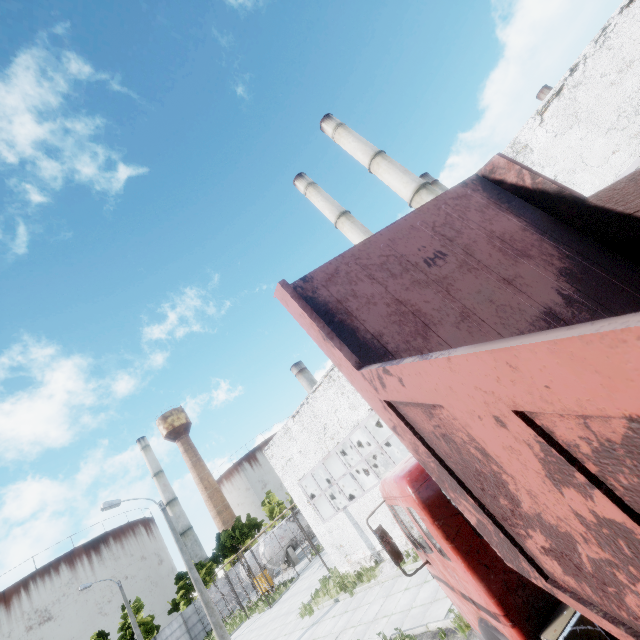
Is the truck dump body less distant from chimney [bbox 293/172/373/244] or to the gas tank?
chimney [bbox 293/172/373/244]

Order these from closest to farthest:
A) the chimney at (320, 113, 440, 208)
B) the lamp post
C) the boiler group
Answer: the lamp post
the boiler group
the chimney at (320, 113, 440, 208)

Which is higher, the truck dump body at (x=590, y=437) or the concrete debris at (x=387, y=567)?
the truck dump body at (x=590, y=437)

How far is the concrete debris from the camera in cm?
1319

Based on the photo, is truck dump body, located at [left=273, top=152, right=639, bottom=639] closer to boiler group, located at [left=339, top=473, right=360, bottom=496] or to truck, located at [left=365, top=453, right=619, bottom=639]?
truck, located at [left=365, top=453, right=619, bottom=639]

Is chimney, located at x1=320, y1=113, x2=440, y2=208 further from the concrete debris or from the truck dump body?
the truck dump body

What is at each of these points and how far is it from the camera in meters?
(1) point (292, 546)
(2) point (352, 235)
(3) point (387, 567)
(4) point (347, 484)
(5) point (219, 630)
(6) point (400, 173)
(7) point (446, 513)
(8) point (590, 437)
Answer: (1) gas tank, 34.5
(2) chimney, 35.5
(3) concrete debris, 13.5
(4) boiler group, 20.5
(5) lamp post, 14.9
(6) chimney, 31.1
(7) truck, 3.5
(8) truck dump body, 1.0

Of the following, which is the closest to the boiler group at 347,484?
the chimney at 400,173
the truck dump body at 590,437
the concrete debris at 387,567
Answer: the concrete debris at 387,567
